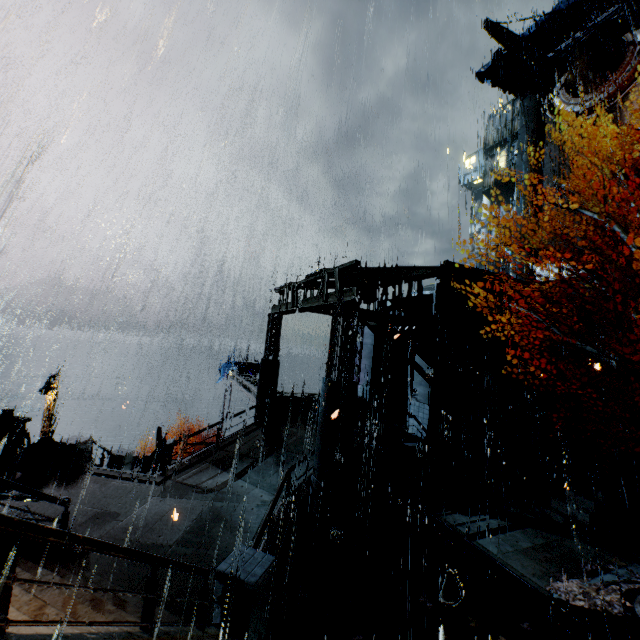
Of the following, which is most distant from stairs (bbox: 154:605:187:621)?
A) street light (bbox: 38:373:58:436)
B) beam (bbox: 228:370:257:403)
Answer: street light (bbox: 38:373:58:436)

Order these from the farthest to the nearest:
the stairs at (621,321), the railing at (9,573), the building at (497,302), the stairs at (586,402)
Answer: the stairs at (621,321)
the building at (497,302)
the stairs at (586,402)
the railing at (9,573)

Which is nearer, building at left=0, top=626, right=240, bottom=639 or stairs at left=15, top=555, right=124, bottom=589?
building at left=0, top=626, right=240, bottom=639

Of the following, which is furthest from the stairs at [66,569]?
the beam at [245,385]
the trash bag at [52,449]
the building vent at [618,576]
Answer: the beam at [245,385]

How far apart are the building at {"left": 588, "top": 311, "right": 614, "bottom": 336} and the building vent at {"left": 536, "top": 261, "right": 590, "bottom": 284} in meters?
8.1

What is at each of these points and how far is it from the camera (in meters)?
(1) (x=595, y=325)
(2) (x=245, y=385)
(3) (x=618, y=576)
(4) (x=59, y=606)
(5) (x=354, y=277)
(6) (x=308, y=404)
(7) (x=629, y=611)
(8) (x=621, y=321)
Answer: (1) building, 21.25
(2) beam, 21.17
(3) building vent, 9.19
(4) stairs, 5.16
(5) sm, 14.31
(6) trash can, 17.47
(7) building vent, 7.55
(8) stairs, 21.39

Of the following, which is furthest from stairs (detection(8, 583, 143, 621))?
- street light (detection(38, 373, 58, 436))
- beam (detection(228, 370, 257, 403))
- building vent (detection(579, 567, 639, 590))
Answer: street light (detection(38, 373, 58, 436))

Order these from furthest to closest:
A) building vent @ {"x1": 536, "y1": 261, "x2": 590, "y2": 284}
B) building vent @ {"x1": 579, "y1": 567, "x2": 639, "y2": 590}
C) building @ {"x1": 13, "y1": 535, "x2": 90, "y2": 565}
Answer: building vent @ {"x1": 536, "y1": 261, "x2": 590, "y2": 284} → building vent @ {"x1": 579, "y1": 567, "x2": 639, "y2": 590} → building @ {"x1": 13, "y1": 535, "x2": 90, "y2": 565}
